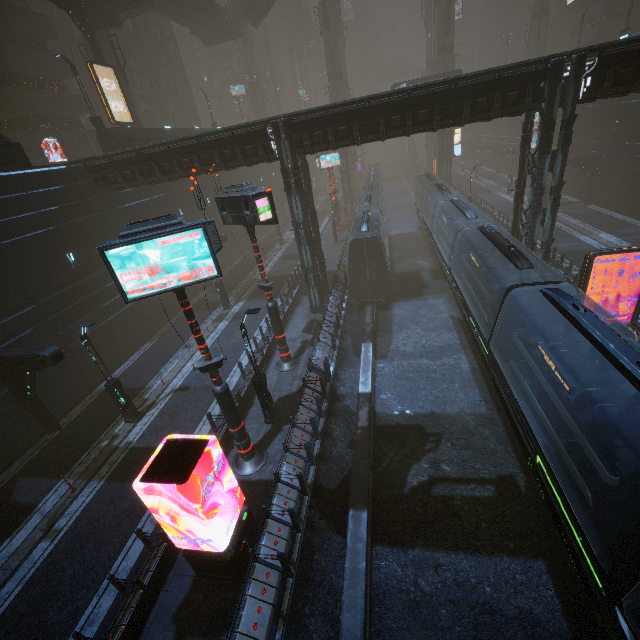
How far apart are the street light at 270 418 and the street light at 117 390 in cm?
665

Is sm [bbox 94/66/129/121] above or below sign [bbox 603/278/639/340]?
above

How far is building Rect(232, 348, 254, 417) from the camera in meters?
15.0 m

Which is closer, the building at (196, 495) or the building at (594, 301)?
the building at (196, 495)

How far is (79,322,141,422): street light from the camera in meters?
13.9 m

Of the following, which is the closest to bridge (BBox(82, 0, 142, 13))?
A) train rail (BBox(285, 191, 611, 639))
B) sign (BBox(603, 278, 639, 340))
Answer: train rail (BBox(285, 191, 611, 639))

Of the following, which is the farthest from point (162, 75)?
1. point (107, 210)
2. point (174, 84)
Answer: point (107, 210)

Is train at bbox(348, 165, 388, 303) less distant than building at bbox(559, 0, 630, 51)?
Yes
